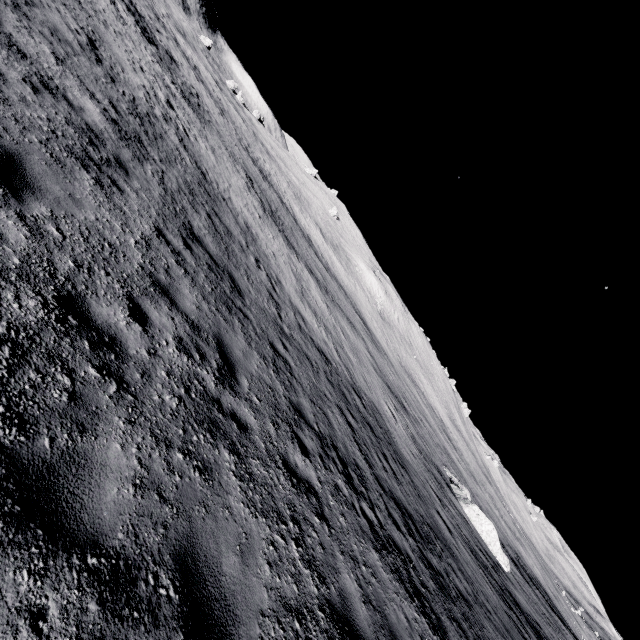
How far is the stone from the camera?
21.7 meters

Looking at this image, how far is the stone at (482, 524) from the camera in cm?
2172

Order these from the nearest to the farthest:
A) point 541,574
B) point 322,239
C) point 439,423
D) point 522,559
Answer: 1. point 522,559
2. point 439,423
3. point 322,239
4. point 541,574
